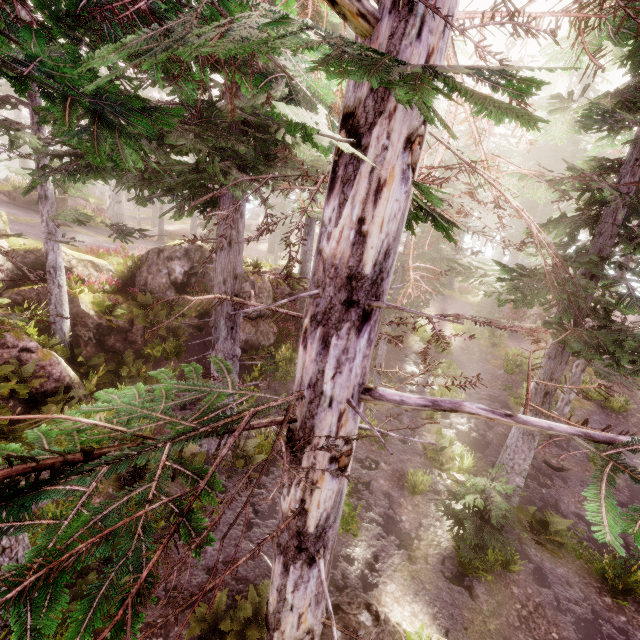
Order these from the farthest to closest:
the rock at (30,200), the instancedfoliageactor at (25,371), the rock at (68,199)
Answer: the rock at (68,199) < the rock at (30,200) < the instancedfoliageactor at (25,371)

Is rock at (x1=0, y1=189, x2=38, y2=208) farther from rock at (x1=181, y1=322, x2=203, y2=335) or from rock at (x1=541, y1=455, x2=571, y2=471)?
rock at (x1=541, y1=455, x2=571, y2=471)

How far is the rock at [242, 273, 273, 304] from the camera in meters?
17.3

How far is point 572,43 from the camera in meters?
3.1

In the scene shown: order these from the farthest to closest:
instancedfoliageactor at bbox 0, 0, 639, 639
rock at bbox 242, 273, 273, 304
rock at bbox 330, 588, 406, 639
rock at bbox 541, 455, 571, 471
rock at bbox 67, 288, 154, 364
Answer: rock at bbox 242, 273, 273, 304
rock at bbox 67, 288, 154, 364
rock at bbox 541, 455, 571, 471
rock at bbox 330, 588, 406, 639
instancedfoliageactor at bbox 0, 0, 639, 639

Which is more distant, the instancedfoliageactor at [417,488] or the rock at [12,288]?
the rock at [12,288]

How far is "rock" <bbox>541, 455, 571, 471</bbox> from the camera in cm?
1314

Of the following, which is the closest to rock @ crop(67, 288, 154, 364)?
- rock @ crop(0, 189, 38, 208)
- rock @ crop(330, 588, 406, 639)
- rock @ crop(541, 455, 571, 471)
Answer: rock @ crop(0, 189, 38, 208)
